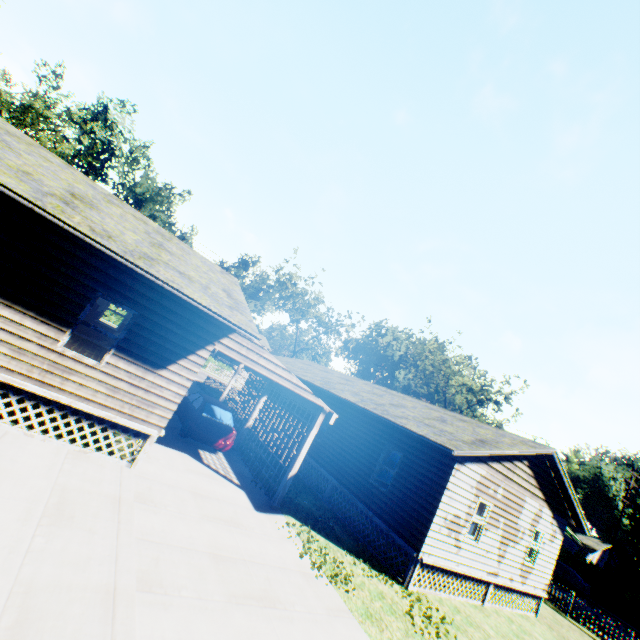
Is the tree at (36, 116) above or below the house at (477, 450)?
above

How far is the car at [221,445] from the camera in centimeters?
975cm

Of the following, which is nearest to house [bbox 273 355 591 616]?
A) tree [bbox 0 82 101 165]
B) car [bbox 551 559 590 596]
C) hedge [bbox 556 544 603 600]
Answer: car [bbox 551 559 590 596]

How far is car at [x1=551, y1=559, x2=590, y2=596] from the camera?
26.2m

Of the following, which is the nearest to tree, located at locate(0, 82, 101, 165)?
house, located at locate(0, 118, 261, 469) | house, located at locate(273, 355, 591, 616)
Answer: house, located at locate(0, 118, 261, 469)

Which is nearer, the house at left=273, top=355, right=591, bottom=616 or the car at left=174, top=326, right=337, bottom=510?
the car at left=174, top=326, right=337, bottom=510

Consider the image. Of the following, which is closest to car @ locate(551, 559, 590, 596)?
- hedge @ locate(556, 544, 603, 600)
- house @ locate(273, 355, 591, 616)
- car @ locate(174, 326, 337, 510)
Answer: hedge @ locate(556, 544, 603, 600)

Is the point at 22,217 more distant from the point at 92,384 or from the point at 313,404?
the point at 313,404
